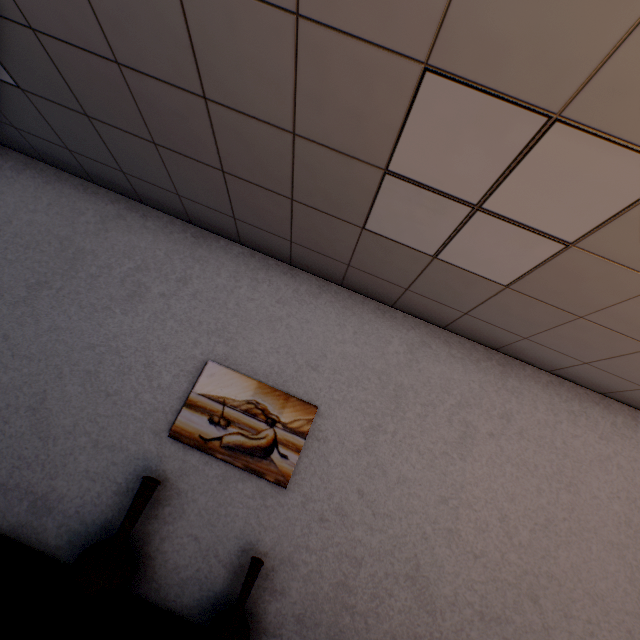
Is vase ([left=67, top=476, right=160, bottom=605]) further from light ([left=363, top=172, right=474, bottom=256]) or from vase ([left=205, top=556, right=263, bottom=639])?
light ([left=363, top=172, right=474, bottom=256])

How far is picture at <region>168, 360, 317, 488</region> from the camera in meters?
2.4 m

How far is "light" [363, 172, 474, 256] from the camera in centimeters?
165cm

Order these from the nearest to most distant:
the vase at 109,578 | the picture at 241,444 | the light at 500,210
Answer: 1. the light at 500,210
2. the vase at 109,578
3. the picture at 241,444

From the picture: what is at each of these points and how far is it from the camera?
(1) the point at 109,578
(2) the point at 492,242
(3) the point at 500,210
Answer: (1) vase, 1.8 meters
(2) light, 1.8 meters
(3) light, 1.6 meters

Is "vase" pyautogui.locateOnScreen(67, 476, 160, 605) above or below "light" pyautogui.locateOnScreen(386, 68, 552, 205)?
below

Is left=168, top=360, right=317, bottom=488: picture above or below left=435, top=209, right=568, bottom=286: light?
below

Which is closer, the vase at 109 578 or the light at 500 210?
the light at 500 210
